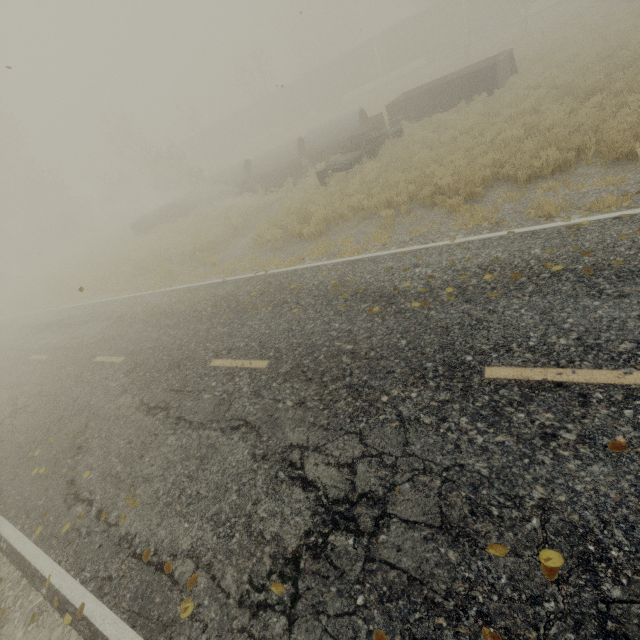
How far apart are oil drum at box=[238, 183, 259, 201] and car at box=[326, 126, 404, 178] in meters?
5.3

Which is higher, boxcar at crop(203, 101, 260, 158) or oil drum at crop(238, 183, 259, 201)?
boxcar at crop(203, 101, 260, 158)

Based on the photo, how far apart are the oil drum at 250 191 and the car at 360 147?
5.33m

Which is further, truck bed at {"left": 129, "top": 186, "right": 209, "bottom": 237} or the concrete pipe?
truck bed at {"left": 129, "top": 186, "right": 209, "bottom": 237}

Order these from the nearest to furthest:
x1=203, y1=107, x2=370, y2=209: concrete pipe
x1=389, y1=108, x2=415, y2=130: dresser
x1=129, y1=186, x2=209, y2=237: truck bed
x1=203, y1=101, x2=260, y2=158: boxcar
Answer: x1=389, y1=108, x2=415, y2=130: dresser
x1=203, y1=107, x2=370, y2=209: concrete pipe
x1=129, y1=186, x2=209, y2=237: truck bed
x1=203, y1=101, x2=260, y2=158: boxcar

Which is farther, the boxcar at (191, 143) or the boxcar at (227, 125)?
the boxcar at (191, 143)

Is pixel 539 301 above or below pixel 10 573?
above

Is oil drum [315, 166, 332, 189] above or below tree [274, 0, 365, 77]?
below
